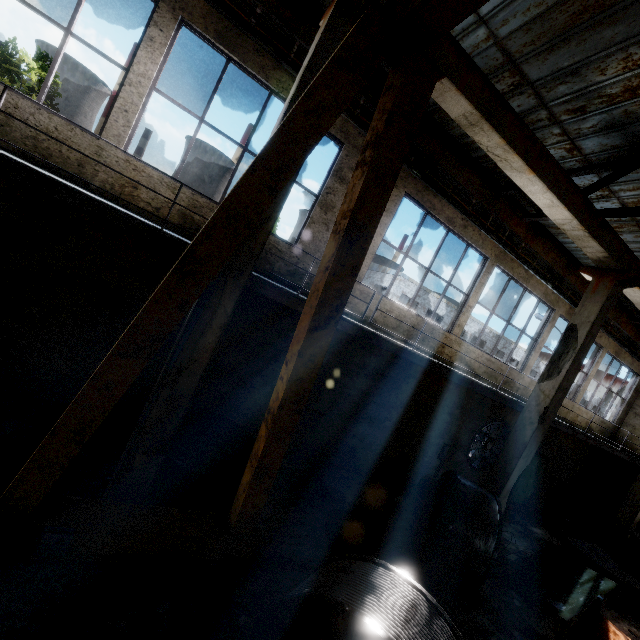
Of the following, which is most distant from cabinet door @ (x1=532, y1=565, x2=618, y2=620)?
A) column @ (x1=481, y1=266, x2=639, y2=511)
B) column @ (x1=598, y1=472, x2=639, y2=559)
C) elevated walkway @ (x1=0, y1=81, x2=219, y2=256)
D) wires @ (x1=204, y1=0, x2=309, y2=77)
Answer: wires @ (x1=204, y1=0, x2=309, y2=77)

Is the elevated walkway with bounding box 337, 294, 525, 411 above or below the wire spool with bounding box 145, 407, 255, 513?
above

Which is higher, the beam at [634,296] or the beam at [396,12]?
the beam at [396,12]

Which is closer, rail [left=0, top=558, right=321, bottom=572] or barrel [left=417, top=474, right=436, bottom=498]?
rail [left=0, top=558, right=321, bottom=572]

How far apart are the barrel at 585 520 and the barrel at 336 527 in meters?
14.7 m

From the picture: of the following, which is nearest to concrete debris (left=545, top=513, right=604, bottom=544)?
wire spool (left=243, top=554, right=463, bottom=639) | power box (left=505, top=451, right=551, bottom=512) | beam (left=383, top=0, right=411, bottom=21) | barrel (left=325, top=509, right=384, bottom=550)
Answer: power box (left=505, top=451, right=551, bottom=512)

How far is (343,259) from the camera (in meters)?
3.24

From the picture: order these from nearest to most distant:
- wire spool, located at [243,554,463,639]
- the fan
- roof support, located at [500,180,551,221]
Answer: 1. wire spool, located at [243,554,463,639]
2. roof support, located at [500,180,551,221]
3. the fan
